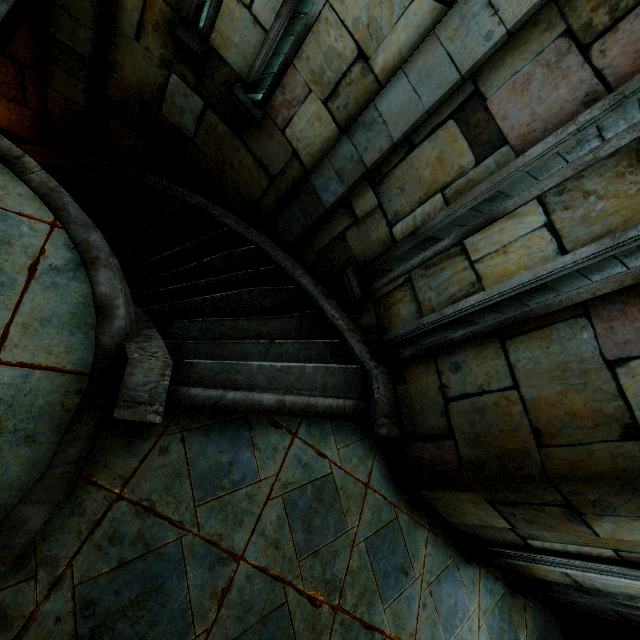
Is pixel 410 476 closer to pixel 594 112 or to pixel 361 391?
pixel 361 391
